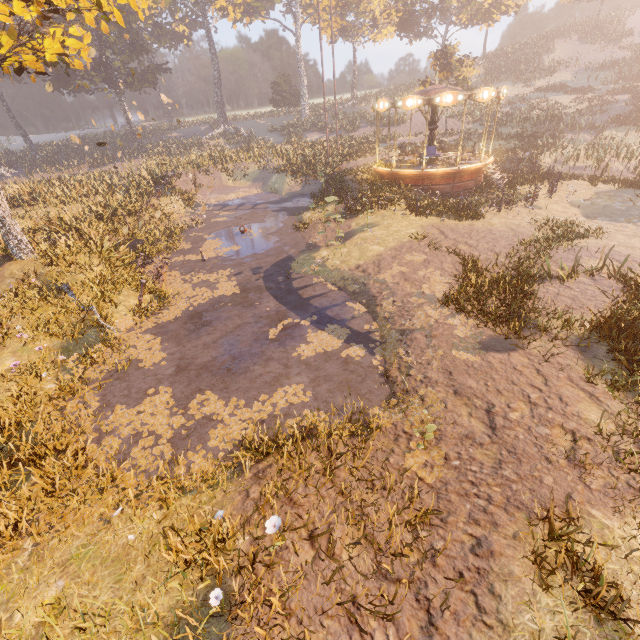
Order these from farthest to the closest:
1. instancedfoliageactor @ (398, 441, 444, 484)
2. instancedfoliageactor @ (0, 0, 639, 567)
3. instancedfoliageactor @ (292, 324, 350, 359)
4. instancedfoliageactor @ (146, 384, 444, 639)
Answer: instancedfoliageactor @ (292, 324, 350, 359) → instancedfoliageactor @ (0, 0, 639, 567) → instancedfoliageactor @ (398, 441, 444, 484) → instancedfoliageactor @ (146, 384, 444, 639)

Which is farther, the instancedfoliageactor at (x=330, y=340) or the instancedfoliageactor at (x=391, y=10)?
the instancedfoliageactor at (x=391, y=10)

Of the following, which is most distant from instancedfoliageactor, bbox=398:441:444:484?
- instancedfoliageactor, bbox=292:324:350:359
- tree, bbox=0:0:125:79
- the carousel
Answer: the carousel

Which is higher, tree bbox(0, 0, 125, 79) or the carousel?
tree bbox(0, 0, 125, 79)

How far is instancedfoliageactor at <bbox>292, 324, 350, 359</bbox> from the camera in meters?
8.6

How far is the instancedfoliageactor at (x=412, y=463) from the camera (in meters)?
5.27

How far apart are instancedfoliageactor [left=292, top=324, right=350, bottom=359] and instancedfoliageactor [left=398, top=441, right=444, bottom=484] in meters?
2.8 m

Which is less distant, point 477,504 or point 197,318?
point 477,504
